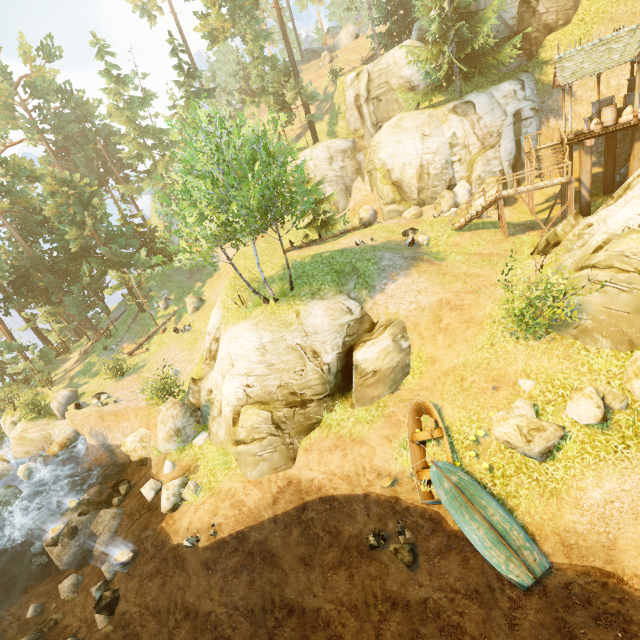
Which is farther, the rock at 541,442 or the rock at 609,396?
the rock at 541,442

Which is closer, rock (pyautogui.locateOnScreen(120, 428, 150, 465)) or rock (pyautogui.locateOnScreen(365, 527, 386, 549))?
rock (pyautogui.locateOnScreen(365, 527, 386, 549))

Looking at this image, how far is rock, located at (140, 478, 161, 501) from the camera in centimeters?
1554cm

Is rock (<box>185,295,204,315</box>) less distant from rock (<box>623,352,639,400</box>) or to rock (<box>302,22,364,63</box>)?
rock (<box>623,352,639,400</box>)

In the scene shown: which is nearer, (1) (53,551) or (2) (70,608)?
(2) (70,608)

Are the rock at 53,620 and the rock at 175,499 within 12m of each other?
yes

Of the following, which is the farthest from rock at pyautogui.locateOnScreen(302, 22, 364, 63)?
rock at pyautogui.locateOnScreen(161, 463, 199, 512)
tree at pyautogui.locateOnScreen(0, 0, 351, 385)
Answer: rock at pyautogui.locateOnScreen(161, 463, 199, 512)

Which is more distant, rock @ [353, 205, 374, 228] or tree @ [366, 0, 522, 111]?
rock @ [353, 205, 374, 228]
